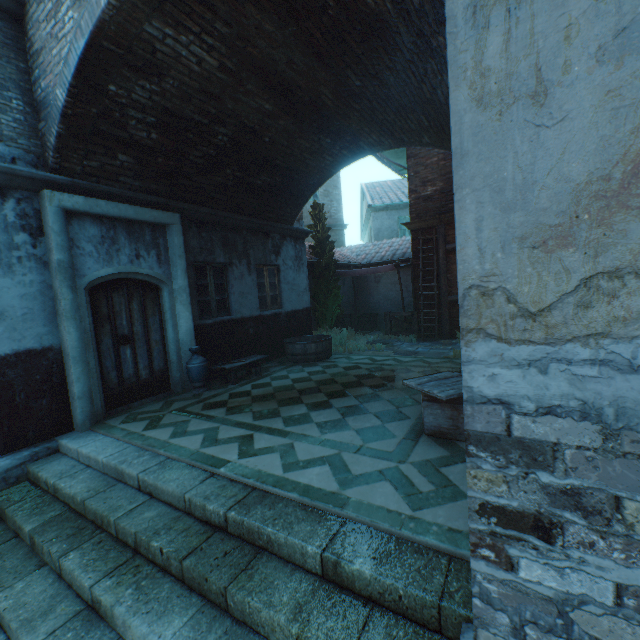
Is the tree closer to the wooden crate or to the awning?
the awning

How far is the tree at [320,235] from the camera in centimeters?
1155cm

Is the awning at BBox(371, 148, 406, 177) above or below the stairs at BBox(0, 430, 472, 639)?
above

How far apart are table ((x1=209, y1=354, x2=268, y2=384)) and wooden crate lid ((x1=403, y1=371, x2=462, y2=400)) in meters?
4.0

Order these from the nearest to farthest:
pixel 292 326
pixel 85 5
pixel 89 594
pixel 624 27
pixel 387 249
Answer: pixel 624 27 → pixel 89 594 → pixel 85 5 → pixel 292 326 → pixel 387 249

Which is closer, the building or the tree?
the building

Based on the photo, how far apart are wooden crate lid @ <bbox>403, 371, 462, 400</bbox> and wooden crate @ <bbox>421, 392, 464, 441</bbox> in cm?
3

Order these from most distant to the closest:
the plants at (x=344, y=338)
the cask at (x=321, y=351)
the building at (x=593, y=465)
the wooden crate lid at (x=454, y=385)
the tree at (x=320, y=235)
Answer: the tree at (x=320, y=235), the plants at (x=344, y=338), the cask at (x=321, y=351), the wooden crate lid at (x=454, y=385), the building at (x=593, y=465)
